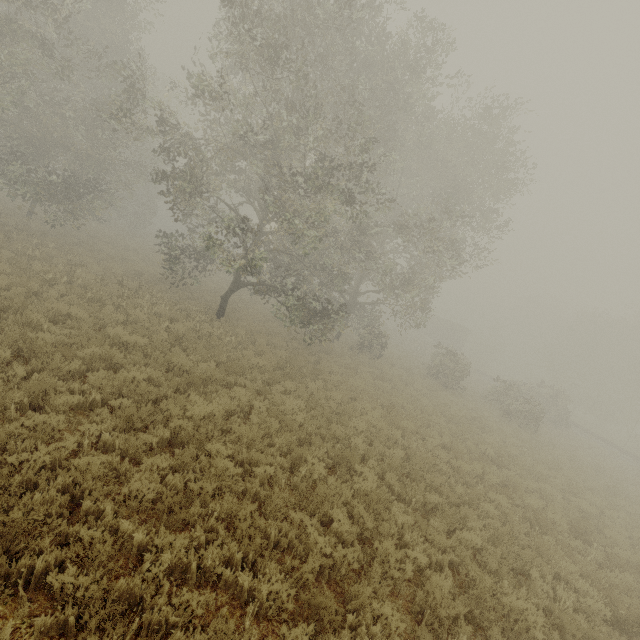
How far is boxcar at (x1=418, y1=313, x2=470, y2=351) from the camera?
49.2 meters

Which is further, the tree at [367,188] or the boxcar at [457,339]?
the boxcar at [457,339]

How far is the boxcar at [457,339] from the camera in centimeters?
4919cm

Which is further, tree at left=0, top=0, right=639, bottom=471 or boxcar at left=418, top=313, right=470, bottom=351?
boxcar at left=418, top=313, right=470, bottom=351

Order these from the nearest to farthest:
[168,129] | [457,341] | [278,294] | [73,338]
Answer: [73,338], [168,129], [278,294], [457,341]
